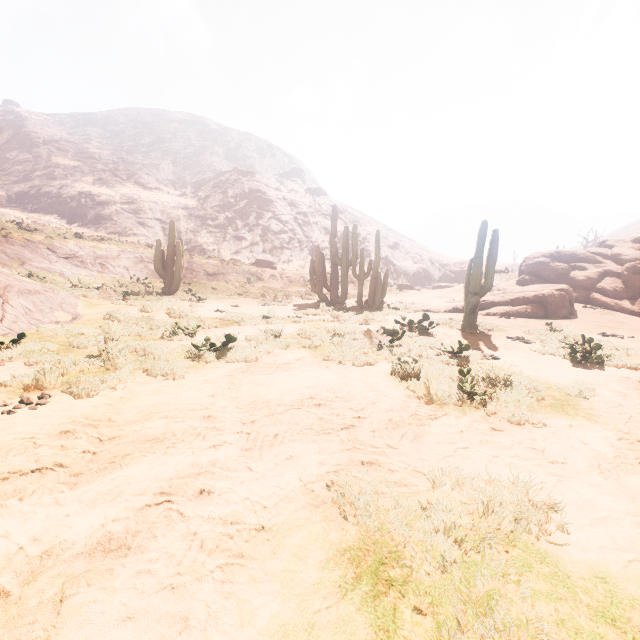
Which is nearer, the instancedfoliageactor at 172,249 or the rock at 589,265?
the rock at 589,265

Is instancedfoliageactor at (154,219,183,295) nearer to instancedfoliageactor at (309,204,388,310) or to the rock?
instancedfoliageactor at (309,204,388,310)

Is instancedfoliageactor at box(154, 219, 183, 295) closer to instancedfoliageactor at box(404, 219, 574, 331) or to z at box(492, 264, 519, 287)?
instancedfoliageactor at box(404, 219, 574, 331)

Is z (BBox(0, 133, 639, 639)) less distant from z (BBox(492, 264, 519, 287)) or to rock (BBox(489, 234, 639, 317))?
rock (BBox(489, 234, 639, 317))

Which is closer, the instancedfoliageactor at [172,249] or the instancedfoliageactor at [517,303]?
the instancedfoliageactor at [517,303]

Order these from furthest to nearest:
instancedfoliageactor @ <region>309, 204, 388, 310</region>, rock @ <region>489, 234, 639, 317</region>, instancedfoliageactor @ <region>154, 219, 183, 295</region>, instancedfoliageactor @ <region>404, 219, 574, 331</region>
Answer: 1. instancedfoliageactor @ <region>154, 219, 183, 295</region>
2. rock @ <region>489, 234, 639, 317</region>
3. instancedfoliageactor @ <region>309, 204, 388, 310</region>
4. instancedfoliageactor @ <region>404, 219, 574, 331</region>

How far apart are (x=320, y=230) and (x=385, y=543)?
52.66m

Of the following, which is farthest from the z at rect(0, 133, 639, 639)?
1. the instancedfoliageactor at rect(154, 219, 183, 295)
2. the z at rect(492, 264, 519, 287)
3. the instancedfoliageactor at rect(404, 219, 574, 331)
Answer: the z at rect(492, 264, 519, 287)
